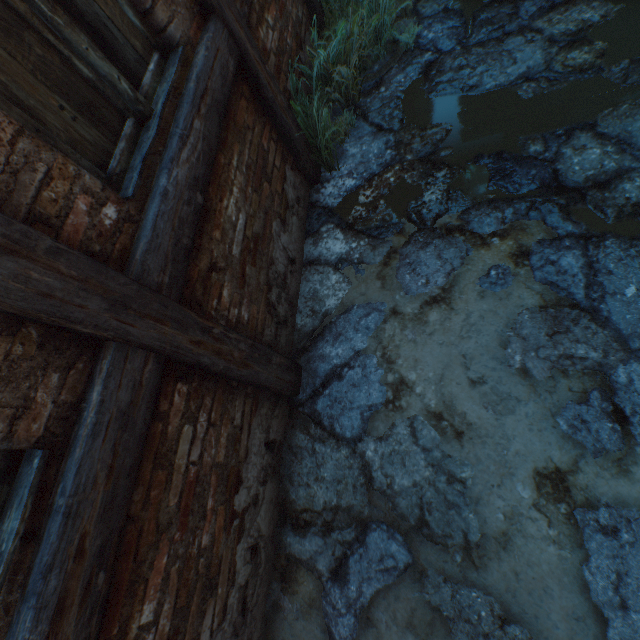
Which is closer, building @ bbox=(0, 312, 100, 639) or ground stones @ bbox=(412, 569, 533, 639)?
building @ bbox=(0, 312, 100, 639)

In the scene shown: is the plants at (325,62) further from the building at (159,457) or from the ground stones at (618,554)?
the building at (159,457)

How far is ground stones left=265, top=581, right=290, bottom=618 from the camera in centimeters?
190cm

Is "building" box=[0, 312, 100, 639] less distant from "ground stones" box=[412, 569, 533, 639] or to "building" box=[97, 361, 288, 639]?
"building" box=[97, 361, 288, 639]

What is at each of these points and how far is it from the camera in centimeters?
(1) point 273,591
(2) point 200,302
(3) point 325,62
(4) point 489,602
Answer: (1) ground stones, 197cm
(2) building, 166cm
(3) plants, 304cm
(4) ground stones, 156cm

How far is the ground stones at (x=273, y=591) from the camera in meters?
1.9 m

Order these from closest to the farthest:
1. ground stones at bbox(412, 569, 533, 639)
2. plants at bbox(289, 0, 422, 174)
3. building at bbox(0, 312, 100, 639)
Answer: building at bbox(0, 312, 100, 639) → ground stones at bbox(412, 569, 533, 639) → plants at bbox(289, 0, 422, 174)
